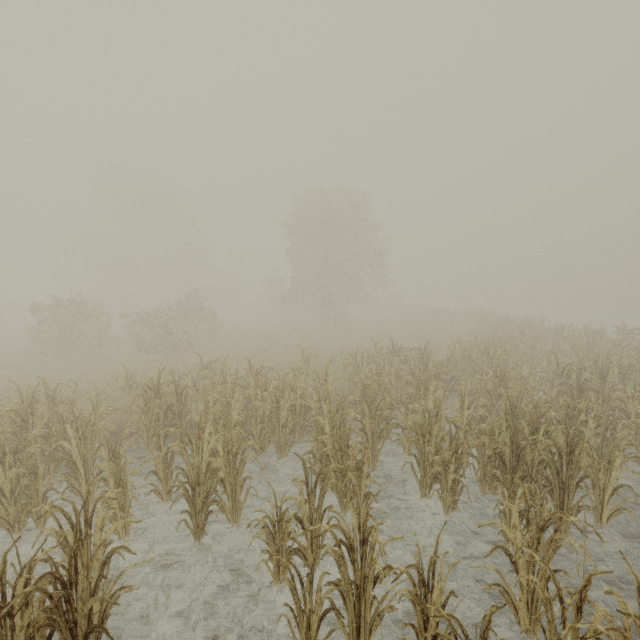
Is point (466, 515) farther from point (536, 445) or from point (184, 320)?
point (184, 320)
